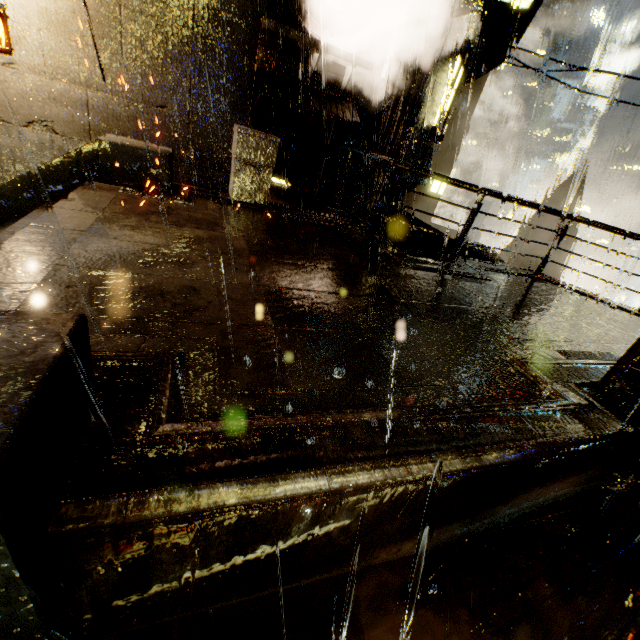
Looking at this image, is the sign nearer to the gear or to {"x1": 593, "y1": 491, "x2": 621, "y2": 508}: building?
the gear

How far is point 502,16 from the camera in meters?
12.1

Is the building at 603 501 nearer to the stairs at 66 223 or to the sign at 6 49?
the stairs at 66 223

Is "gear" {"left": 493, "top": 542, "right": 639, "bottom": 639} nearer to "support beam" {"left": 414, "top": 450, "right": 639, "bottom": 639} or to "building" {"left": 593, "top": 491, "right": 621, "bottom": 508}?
"support beam" {"left": 414, "top": 450, "right": 639, "bottom": 639}

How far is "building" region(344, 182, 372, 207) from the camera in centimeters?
1055cm

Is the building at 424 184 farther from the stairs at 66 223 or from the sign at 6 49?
the stairs at 66 223

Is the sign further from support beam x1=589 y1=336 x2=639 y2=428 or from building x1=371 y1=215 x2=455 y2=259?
support beam x1=589 y1=336 x2=639 y2=428
